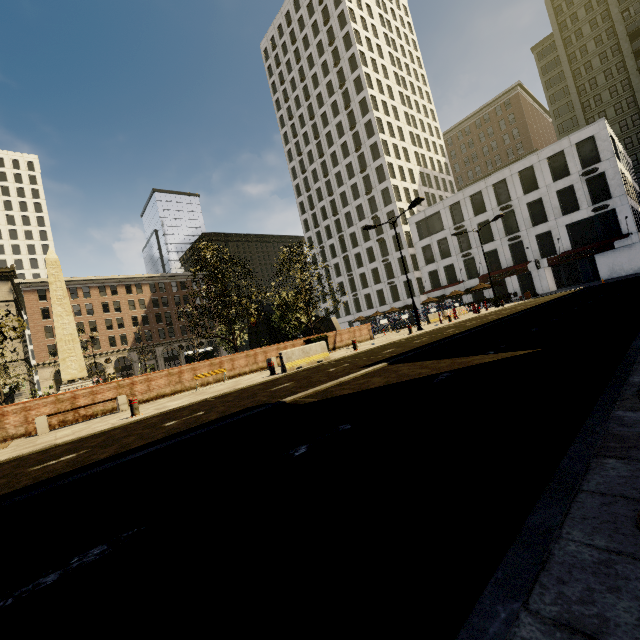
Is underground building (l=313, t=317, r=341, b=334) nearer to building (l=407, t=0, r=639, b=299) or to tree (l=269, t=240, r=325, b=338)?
tree (l=269, t=240, r=325, b=338)

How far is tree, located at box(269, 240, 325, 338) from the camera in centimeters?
2155cm

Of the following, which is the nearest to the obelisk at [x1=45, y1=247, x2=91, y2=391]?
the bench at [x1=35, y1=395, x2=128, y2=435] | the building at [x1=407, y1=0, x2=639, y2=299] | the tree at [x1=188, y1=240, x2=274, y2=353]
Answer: the tree at [x1=188, y1=240, x2=274, y2=353]

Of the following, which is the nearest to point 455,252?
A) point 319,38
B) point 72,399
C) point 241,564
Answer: point 72,399

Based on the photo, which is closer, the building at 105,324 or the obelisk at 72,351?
the obelisk at 72,351

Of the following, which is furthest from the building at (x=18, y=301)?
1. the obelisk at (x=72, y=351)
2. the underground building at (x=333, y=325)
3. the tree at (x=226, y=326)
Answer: the obelisk at (x=72, y=351)

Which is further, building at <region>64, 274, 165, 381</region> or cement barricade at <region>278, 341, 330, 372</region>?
building at <region>64, 274, 165, 381</region>

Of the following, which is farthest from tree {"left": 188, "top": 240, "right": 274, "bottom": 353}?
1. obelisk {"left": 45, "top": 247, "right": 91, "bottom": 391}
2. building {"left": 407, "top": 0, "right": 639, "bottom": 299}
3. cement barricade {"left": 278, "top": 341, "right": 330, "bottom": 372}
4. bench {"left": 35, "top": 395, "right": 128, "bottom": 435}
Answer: cement barricade {"left": 278, "top": 341, "right": 330, "bottom": 372}
